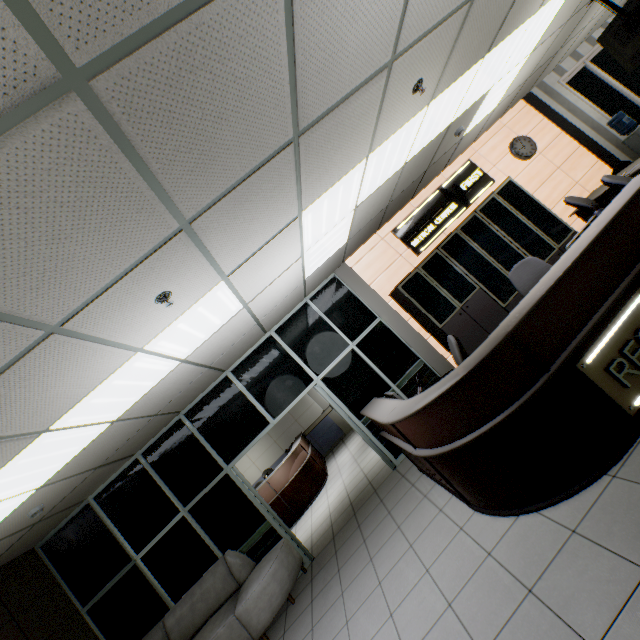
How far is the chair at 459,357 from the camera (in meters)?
3.95

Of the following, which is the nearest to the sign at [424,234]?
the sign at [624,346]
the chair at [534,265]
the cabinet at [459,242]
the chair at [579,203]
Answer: the cabinet at [459,242]

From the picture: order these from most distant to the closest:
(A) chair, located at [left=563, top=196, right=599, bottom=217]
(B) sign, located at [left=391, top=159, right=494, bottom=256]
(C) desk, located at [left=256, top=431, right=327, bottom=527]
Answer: (C) desk, located at [left=256, top=431, right=327, bottom=527] → (B) sign, located at [left=391, top=159, right=494, bottom=256] → (A) chair, located at [left=563, top=196, right=599, bottom=217]

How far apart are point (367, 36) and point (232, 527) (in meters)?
6.41

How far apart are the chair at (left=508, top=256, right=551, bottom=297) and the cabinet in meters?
1.2

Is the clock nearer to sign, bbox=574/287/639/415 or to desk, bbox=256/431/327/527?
sign, bbox=574/287/639/415

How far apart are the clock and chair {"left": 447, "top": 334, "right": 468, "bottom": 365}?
5.23m

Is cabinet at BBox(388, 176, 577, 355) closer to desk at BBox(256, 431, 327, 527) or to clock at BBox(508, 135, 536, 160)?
clock at BBox(508, 135, 536, 160)
